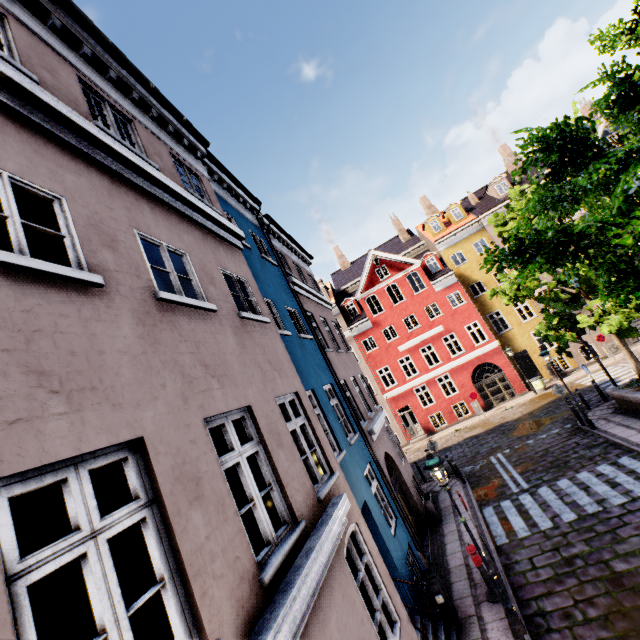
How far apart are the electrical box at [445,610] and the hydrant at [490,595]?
0.9m

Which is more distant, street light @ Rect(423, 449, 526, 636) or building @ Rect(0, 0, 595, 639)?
street light @ Rect(423, 449, 526, 636)

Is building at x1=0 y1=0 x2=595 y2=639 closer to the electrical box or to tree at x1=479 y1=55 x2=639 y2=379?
the electrical box

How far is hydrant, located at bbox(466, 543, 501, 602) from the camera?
7.9m

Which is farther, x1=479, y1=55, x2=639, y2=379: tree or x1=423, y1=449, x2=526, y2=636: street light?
x1=423, y1=449, x2=526, y2=636: street light

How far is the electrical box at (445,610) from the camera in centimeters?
756cm

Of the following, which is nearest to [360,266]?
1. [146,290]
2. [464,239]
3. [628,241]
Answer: [464,239]

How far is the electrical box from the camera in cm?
756
